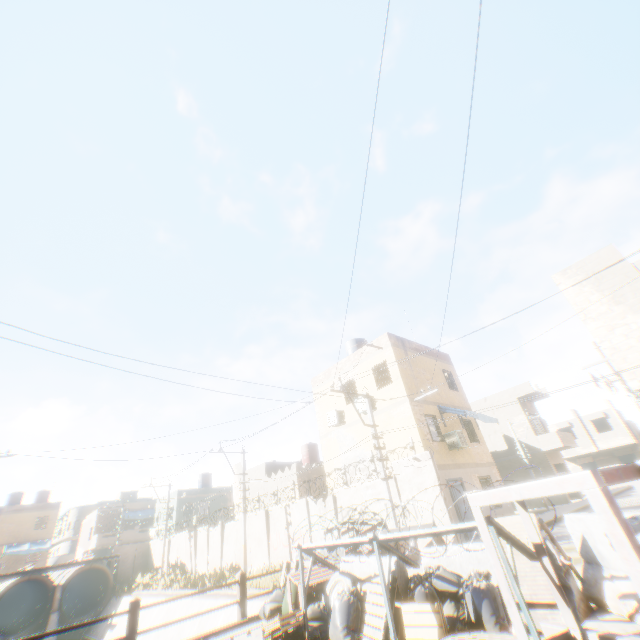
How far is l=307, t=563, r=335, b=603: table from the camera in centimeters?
691cm

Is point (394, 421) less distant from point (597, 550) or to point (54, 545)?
point (597, 550)

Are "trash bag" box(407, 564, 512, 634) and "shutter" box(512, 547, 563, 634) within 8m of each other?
yes

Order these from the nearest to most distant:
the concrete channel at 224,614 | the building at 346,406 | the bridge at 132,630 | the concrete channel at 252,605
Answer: the bridge at 132,630
the concrete channel at 252,605
the concrete channel at 224,614
the building at 346,406

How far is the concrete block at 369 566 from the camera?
6.21m

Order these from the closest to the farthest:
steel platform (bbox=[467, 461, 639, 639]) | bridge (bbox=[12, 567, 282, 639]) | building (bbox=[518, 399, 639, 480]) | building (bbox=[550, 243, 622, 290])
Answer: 1. steel platform (bbox=[467, 461, 639, 639])
2. bridge (bbox=[12, 567, 282, 639])
3. building (bbox=[550, 243, 622, 290])
4. building (bbox=[518, 399, 639, 480])

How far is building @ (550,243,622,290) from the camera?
11.81m

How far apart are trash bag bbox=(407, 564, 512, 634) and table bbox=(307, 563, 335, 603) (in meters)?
2.36
